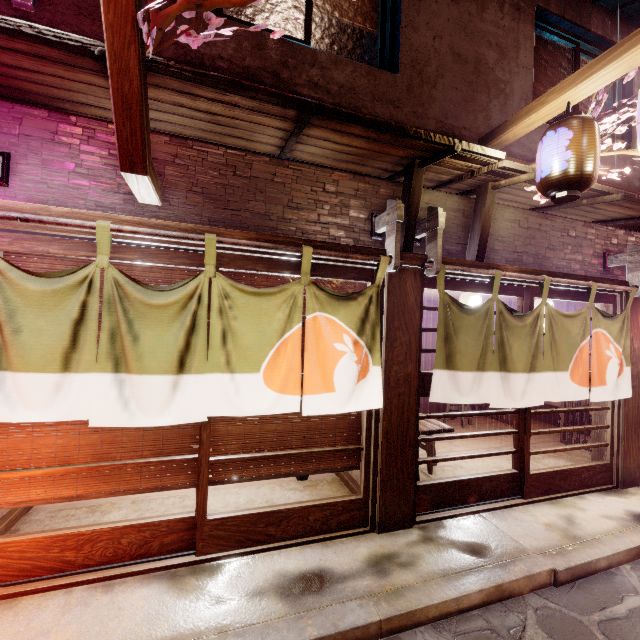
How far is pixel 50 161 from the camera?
4.9 meters

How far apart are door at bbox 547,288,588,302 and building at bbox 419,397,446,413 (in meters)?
7.14

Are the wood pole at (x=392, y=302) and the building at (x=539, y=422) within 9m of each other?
no

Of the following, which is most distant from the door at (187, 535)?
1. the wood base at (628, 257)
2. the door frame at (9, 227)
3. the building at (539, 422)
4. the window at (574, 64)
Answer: the building at (539, 422)

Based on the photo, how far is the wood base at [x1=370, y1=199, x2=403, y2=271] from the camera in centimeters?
583cm

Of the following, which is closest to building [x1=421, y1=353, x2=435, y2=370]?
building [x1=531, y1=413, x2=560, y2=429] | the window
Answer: building [x1=531, y1=413, x2=560, y2=429]

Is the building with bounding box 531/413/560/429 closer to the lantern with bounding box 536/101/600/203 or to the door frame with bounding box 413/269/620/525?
the door frame with bounding box 413/269/620/525

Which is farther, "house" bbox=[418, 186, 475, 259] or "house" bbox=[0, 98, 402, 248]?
"house" bbox=[418, 186, 475, 259]
